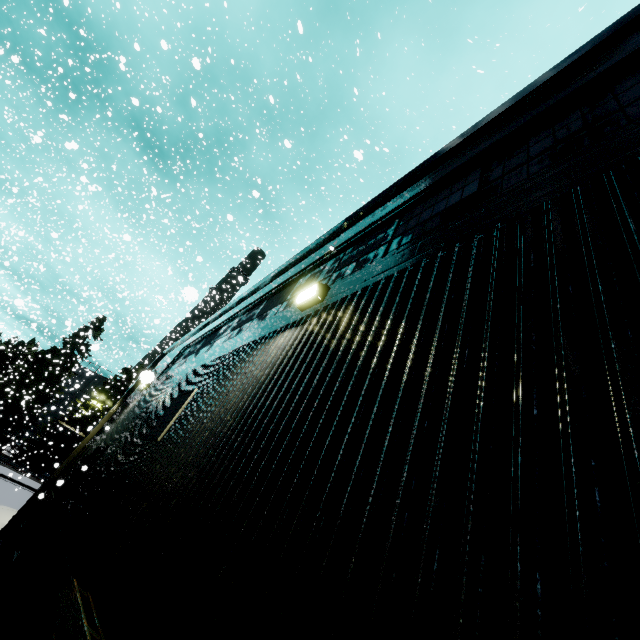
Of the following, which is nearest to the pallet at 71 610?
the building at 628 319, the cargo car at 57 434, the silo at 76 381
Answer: the building at 628 319

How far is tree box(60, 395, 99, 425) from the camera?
38.5 meters

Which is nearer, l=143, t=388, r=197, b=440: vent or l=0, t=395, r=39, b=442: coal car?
l=143, t=388, r=197, b=440: vent

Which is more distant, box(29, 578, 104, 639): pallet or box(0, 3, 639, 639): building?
box(29, 578, 104, 639): pallet

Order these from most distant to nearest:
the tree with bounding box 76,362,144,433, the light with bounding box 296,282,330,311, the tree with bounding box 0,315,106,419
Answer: the tree with bounding box 76,362,144,433, the tree with bounding box 0,315,106,419, the light with bounding box 296,282,330,311

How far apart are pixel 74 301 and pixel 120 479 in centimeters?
2044cm

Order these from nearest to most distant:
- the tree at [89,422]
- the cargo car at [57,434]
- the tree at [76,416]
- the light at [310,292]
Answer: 1. the light at [310,292]
2. the cargo car at [57,434]
3. the tree at [76,416]
4. the tree at [89,422]

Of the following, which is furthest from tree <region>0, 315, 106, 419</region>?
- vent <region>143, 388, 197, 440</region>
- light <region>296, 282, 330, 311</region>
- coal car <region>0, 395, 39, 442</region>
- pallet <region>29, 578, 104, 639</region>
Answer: light <region>296, 282, 330, 311</region>
